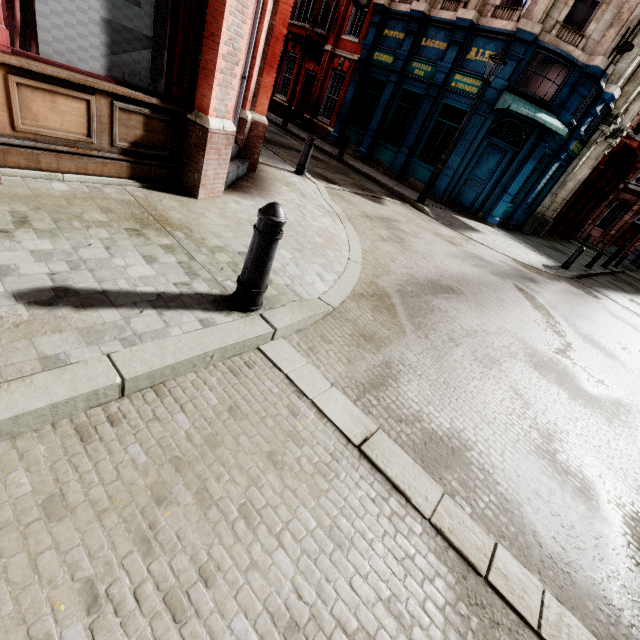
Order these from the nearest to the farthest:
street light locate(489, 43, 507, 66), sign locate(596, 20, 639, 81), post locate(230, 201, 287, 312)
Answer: post locate(230, 201, 287, 312) → street light locate(489, 43, 507, 66) → sign locate(596, 20, 639, 81)

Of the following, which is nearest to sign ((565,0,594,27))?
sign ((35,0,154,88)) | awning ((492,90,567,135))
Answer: awning ((492,90,567,135))

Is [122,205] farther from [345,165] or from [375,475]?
[345,165]

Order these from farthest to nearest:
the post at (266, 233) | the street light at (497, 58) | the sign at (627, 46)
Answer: the sign at (627, 46) < the street light at (497, 58) < the post at (266, 233)

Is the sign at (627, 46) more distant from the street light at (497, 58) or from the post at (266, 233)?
the post at (266, 233)

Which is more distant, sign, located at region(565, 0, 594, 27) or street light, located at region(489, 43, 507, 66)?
sign, located at region(565, 0, 594, 27)

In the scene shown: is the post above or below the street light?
below

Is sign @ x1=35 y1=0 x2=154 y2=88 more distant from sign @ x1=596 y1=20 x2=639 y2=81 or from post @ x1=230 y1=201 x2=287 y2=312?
sign @ x1=596 y1=20 x2=639 y2=81
